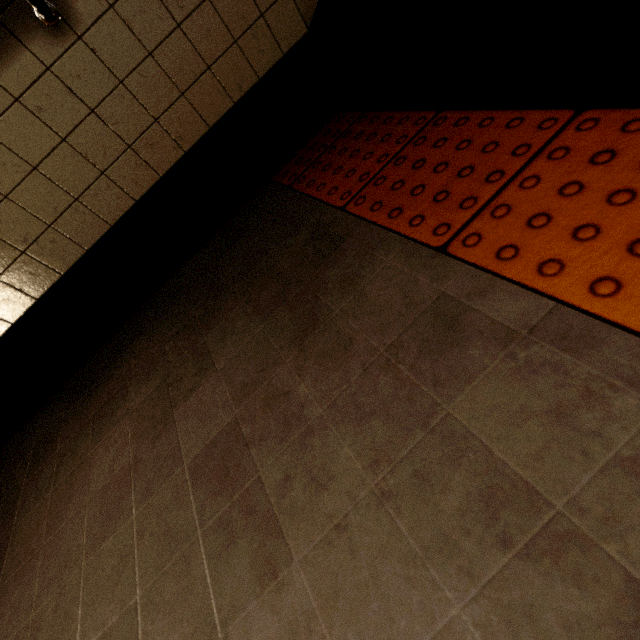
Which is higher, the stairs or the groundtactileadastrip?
the stairs

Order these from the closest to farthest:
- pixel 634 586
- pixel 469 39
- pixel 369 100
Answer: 1. pixel 634 586
2. pixel 469 39
3. pixel 369 100

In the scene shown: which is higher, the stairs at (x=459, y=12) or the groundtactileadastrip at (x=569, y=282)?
the stairs at (x=459, y=12)
